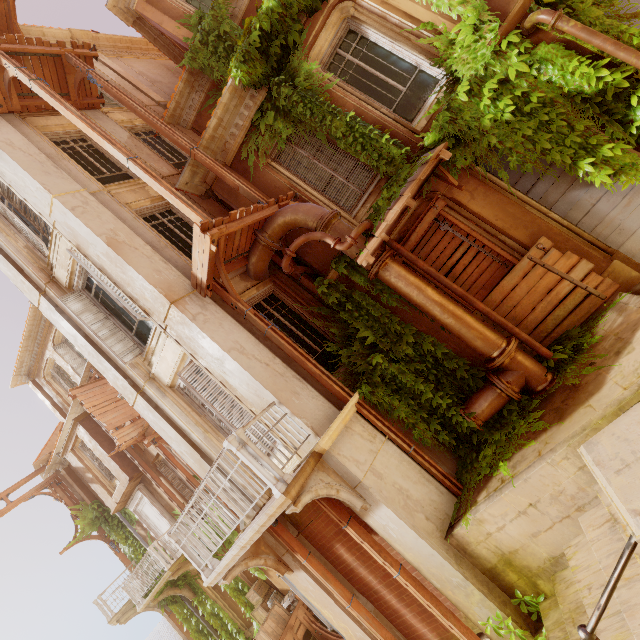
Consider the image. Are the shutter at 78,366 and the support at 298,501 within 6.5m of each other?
no

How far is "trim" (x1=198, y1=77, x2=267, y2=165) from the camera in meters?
7.4 m

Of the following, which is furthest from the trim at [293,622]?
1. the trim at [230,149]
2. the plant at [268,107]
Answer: the trim at [230,149]

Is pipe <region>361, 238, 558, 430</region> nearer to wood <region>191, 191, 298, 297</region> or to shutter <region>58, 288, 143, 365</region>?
wood <region>191, 191, 298, 297</region>

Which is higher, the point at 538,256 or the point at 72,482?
the point at 72,482

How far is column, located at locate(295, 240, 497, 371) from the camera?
6.5 meters

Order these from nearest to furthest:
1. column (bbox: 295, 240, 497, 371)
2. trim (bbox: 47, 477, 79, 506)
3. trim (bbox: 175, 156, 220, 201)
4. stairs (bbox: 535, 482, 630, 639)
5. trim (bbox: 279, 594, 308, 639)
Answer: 1. stairs (bbox: 535, 482, 630, 639)
2. column (bbox: 295, 240, 497, 371)
3. trim (bbox: 175, 156, 220, 201)
4. trim (bbox: 279, 594, 308, 639)
5. trim (bbox: 47, 477, 79, 506)

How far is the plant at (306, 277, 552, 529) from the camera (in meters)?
5.53
